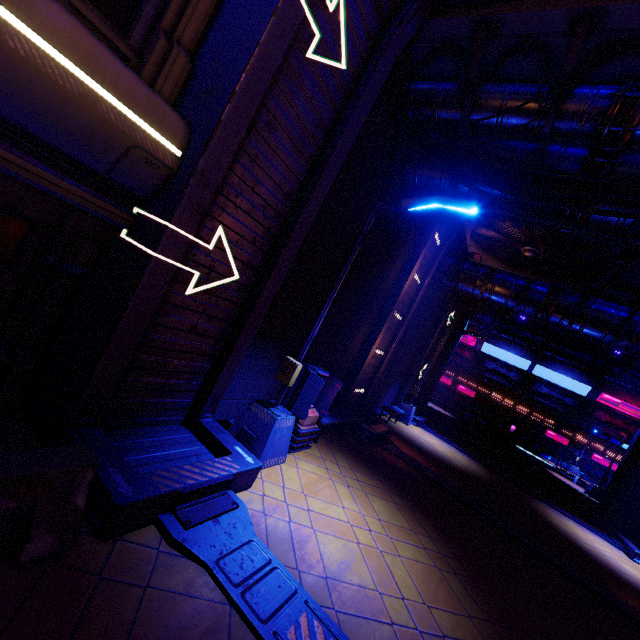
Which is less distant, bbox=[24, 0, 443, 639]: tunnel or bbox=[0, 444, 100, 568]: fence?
bbox=[0, 444, 100, 568]: fence

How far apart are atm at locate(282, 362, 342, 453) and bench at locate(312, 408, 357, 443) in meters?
0.4 m

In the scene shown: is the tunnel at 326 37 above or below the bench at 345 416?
above

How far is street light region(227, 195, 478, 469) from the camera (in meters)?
5.91

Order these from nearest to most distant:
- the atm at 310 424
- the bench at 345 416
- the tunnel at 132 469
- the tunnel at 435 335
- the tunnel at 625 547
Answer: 1. the tunnel at 132 469
2. the atm at 310 424
3. the bench at 345 416
4. the tunnel at 625 547
5. the tunnel at 435 335

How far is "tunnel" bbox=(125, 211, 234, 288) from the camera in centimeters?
410cm

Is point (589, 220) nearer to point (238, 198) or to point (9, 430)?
point (238, 198)

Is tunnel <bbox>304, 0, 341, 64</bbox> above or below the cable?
below
